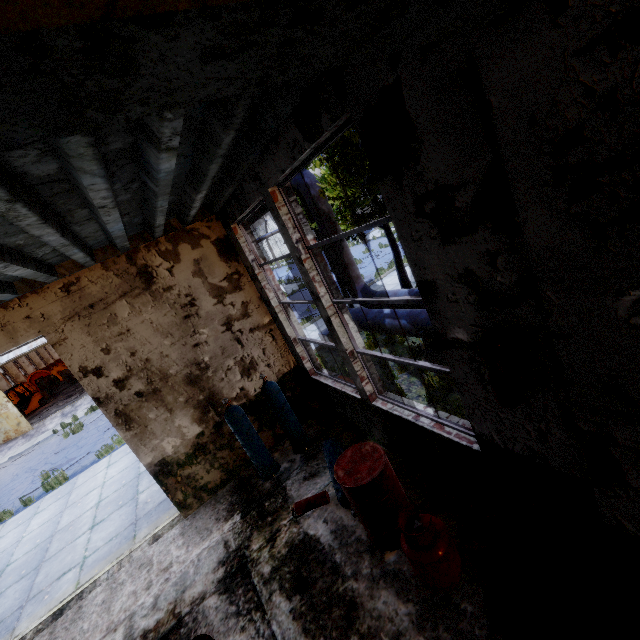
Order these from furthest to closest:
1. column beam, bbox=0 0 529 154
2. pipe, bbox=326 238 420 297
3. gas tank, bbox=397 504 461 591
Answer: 1. pipe, bbox=326 238 420 297
2. gas tank, bbox=397 504 461 591
3. column beam, bbox=0 0 529 154

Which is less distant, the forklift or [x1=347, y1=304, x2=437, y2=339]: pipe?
[x1=347, y1=304, x2=437, y2=339]: pipe

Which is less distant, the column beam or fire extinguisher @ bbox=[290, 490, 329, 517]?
the column beam

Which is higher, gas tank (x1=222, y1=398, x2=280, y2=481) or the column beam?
the column beam

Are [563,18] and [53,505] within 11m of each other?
no

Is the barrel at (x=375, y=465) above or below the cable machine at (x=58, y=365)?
below

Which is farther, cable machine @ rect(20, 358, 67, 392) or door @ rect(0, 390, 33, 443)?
cable machine @ rect(20, 358, 67, 392)

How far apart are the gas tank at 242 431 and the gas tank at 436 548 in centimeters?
295cm
